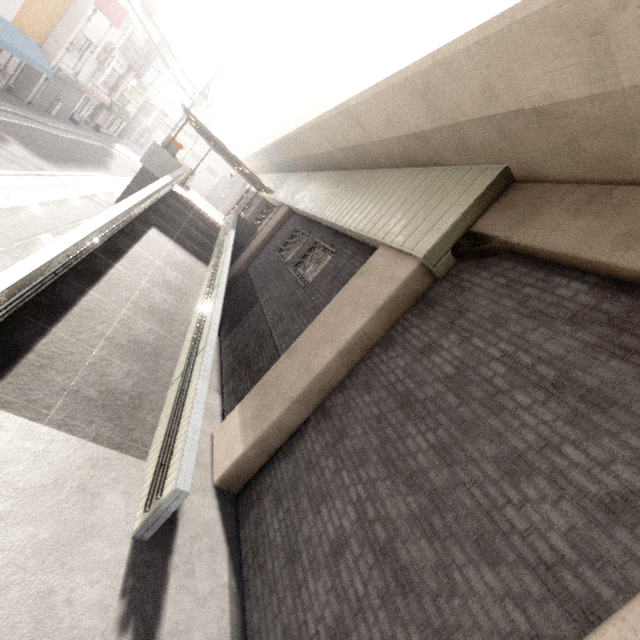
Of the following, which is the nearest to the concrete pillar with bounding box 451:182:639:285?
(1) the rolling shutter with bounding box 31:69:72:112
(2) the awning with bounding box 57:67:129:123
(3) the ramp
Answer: (3) the ramp

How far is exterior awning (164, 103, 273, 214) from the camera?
15.12m

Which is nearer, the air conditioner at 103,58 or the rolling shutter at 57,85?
the rolling shutter at 57,85

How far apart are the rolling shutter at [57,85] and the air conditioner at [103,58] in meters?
2.3 m

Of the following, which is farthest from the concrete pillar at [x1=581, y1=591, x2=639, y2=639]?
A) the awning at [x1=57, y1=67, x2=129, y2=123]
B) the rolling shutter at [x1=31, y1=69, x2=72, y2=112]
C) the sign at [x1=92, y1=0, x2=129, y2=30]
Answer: the awning at [x1=57, y1=67, x2=129, y2=123]

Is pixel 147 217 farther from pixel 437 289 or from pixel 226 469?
pixel 437 289

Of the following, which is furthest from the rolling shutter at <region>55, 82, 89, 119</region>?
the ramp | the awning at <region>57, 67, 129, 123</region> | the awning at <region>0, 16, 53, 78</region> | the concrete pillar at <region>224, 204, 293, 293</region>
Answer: the concrete pillar at <region>224, 204, 293, 293</region>

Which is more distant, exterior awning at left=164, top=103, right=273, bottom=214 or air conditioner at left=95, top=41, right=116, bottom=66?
air conditioner at left=95, top=41, right=116, bottom=66
